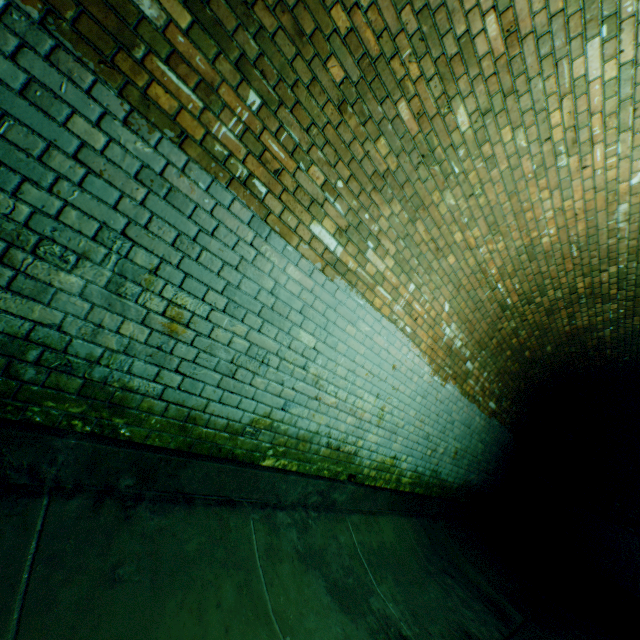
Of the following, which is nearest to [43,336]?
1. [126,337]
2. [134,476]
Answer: [126,337]
